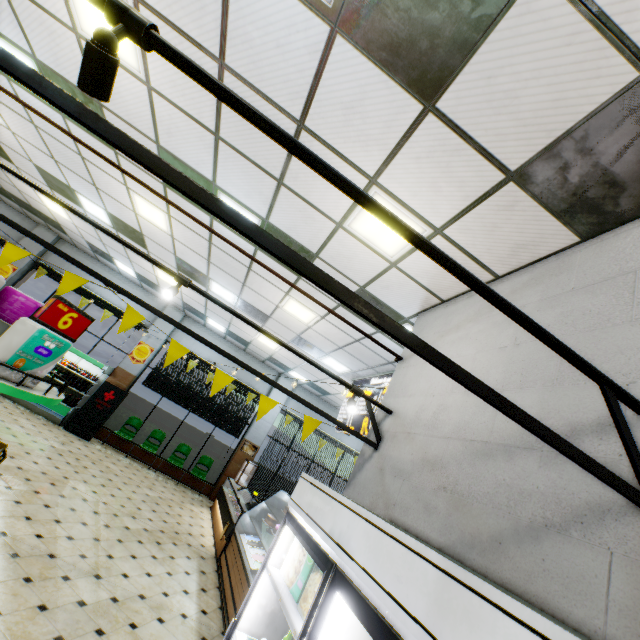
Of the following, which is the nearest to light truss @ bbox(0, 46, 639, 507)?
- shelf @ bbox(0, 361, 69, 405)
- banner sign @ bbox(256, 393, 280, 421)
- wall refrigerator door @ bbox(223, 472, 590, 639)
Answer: wall refrigerator door @ bbox(223, 472, 590, 639)

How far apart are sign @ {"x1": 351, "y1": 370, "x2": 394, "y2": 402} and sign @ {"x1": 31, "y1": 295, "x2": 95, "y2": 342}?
4.7 meters

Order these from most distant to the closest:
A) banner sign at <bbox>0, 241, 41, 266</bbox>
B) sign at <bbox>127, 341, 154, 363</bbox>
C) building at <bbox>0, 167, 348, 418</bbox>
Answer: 1. sign at <bbox>127, 341, 154, 363</bbox>
2. building at <bbox>0, 167, 348, 418</bbox>
3. banner sign at <bbox>0, 241, 41, 266</bbox>

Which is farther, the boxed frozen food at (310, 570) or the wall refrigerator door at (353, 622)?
the boxed frozen food at (310, 570)

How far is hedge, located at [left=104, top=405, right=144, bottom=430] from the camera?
10.98m

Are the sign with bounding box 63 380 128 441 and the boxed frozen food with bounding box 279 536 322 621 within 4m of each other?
no

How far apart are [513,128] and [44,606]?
6.1m

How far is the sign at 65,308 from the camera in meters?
2.2
